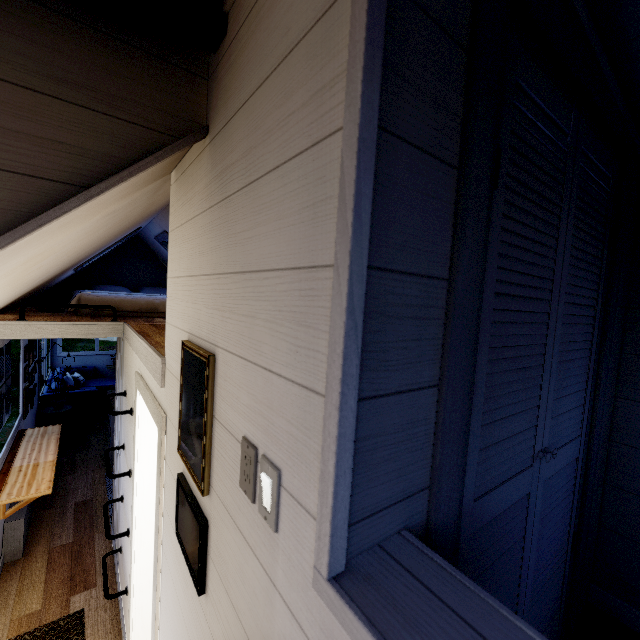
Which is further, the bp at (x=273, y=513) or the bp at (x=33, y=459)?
the bp at (x=33, y=459)

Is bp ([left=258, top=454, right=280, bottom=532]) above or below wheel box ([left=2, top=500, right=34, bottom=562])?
above

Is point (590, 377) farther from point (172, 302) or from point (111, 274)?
point (111, 274)

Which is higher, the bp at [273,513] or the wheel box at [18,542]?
the bp at [273,513]

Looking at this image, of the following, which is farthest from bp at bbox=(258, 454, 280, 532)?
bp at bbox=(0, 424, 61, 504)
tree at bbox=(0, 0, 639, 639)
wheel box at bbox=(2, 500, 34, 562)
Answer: wheel box at bbox=(2, 500, 34, 562)

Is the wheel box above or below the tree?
below

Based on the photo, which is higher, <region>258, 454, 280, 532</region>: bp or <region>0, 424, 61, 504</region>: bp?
<region>258, 454, 280, 532</region>: bp
